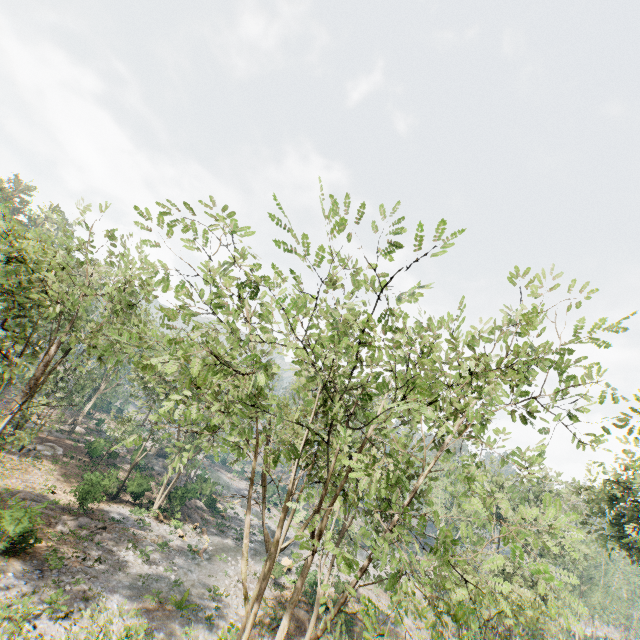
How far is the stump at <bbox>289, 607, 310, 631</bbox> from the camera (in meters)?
24.02

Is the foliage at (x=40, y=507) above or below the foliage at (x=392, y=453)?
below

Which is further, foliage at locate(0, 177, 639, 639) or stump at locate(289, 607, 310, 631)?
stump at locate(289, 607, 310, 631)

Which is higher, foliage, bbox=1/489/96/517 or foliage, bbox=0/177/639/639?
foliage, bbox=0/177/639/639

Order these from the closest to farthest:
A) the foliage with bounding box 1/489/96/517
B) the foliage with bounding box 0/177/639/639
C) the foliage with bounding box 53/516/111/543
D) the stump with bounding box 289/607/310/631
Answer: the foliage with bounding box 0/177/639/639 → the foliage with bounding box 1/489/96/517 → the foliage with bounding box 53/516/111/543 → the stump with bounding box 289/607/310/631

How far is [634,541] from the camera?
26.08m
